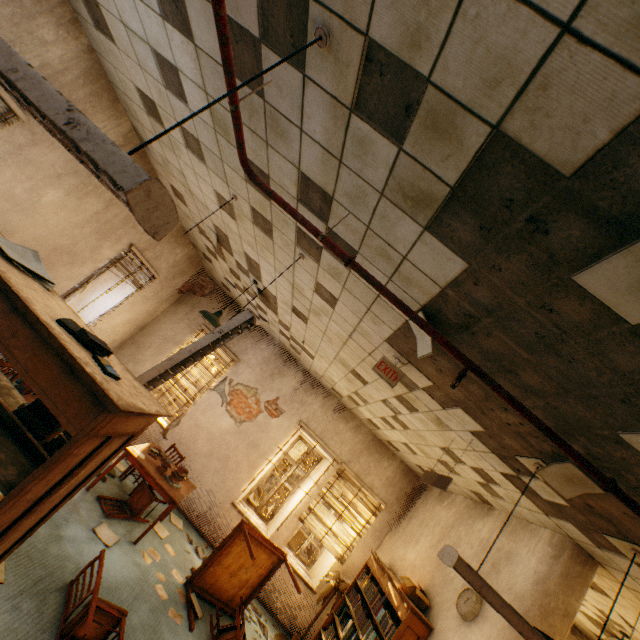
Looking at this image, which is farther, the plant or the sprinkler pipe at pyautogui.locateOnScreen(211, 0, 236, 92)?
the plant

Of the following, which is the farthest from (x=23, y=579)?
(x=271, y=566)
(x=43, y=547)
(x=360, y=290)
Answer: (x=360, y=290)

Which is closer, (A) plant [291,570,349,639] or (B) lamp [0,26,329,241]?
(B) lamp [0,26,329,241]

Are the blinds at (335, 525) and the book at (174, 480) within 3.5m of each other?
yes

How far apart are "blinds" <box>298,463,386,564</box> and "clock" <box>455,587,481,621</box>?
3.0 meters

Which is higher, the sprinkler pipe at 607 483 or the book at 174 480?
the sprinkler pipe at 607 483

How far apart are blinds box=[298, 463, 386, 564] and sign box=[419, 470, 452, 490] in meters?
3.7 m

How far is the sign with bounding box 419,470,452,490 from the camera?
3.3 meters
